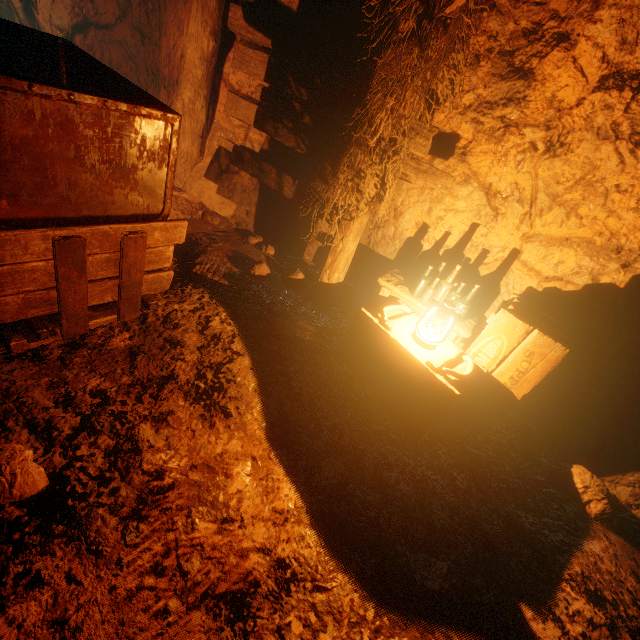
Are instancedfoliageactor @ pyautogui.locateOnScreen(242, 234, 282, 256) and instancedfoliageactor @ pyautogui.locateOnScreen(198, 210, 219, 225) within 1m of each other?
yes

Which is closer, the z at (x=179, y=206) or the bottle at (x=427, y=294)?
the bottle at (x=427, y=294)

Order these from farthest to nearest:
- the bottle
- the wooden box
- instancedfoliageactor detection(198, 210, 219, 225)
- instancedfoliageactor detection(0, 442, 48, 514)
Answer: instancedfoliageactor detection(198, 210, 219, 225)
the bottle
the wooden box
instancedfoliageactor detection(0, 442, 48, 514)

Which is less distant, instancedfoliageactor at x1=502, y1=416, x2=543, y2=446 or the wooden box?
the wooden box

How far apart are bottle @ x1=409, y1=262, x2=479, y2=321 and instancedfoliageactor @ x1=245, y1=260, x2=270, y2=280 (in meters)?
1.65

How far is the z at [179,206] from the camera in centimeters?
410cm

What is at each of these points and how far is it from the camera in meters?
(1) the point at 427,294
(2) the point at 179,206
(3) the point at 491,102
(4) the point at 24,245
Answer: (1) bottle, 3.2
(2) z, 4.2
(3) cave, 2.8
(4) tracks, 1.7

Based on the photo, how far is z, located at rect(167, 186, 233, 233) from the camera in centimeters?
410cm
